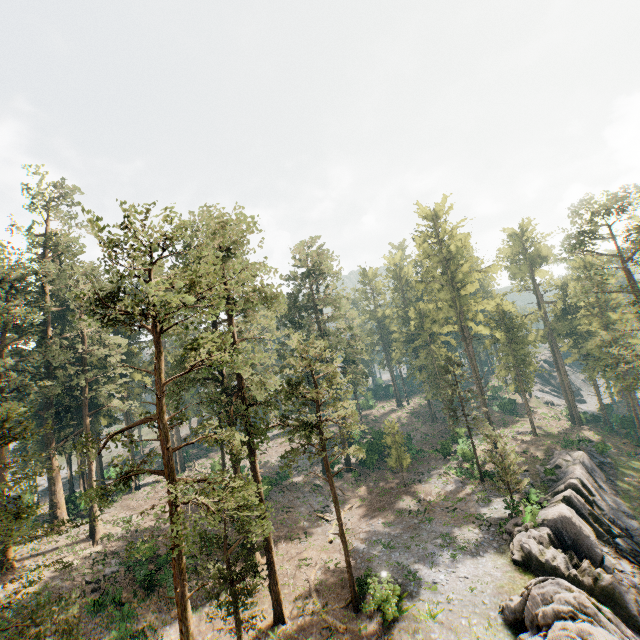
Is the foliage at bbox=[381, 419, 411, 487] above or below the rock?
above

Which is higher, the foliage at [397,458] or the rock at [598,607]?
the foliage at [397,458]

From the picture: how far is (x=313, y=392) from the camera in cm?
2272

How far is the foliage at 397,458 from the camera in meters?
37.3 m

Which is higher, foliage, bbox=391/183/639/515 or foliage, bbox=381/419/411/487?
foliage, bbox=391/183/639/515

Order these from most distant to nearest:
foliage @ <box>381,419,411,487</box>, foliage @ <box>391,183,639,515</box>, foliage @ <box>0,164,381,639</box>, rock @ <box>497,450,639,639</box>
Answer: foliage @ <box>381,419,411,487</box>
foliage @ <box>391,183,639,515</box>
rock @ <box>497,450,639,639</box>
foliage @ <box>0,164,381,639</box>

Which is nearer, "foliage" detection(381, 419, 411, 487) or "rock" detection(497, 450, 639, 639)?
"rock" detection(497, 450, 639, 639)
